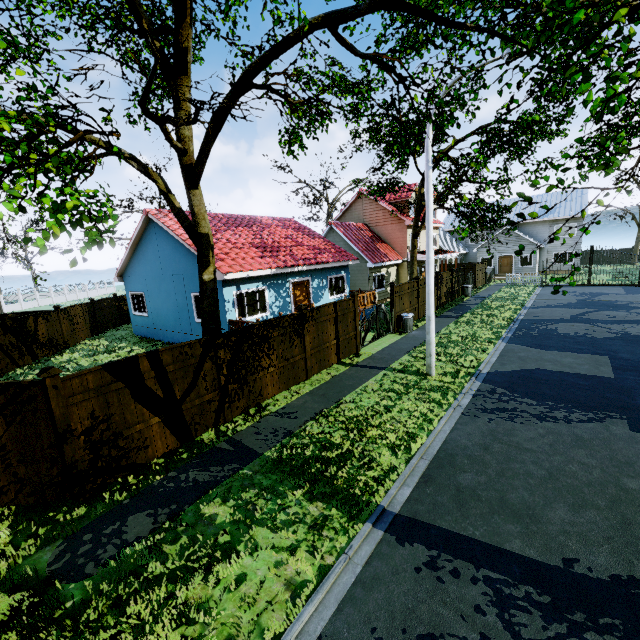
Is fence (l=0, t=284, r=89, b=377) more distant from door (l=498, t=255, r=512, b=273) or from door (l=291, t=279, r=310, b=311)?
door (l=498, t=255, r=512, b=273)

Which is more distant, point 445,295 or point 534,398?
point 445,295

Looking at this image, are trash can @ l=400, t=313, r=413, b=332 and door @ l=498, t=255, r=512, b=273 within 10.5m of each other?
no

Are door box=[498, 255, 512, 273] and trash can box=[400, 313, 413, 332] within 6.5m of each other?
no

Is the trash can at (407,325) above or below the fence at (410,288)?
below

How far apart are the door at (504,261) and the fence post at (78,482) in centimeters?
4170cm

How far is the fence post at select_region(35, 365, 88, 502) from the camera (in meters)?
5.54

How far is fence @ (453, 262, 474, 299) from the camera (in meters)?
24.52
